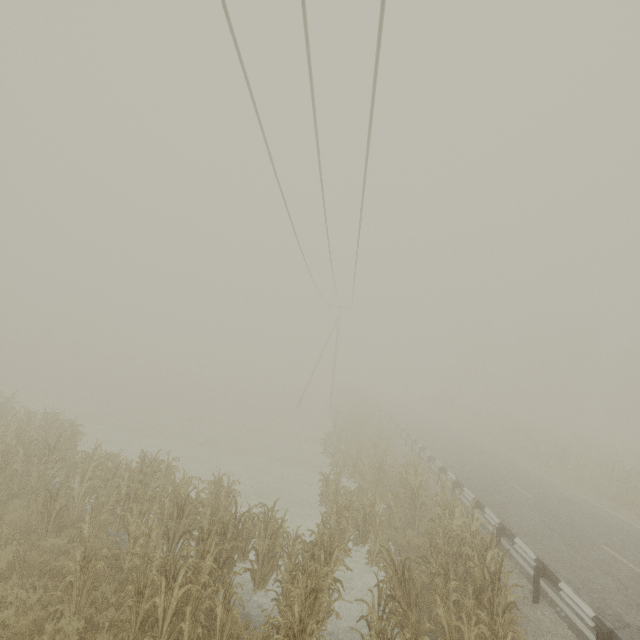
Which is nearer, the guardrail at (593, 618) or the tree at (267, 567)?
the tree at (267, 567)

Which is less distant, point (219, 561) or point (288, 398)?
point (219, 561)

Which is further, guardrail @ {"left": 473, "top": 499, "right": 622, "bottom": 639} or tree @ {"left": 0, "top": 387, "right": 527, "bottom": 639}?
guardrail @ {"left": 473, "top": 499, "right": 622, "bottom": 639}
